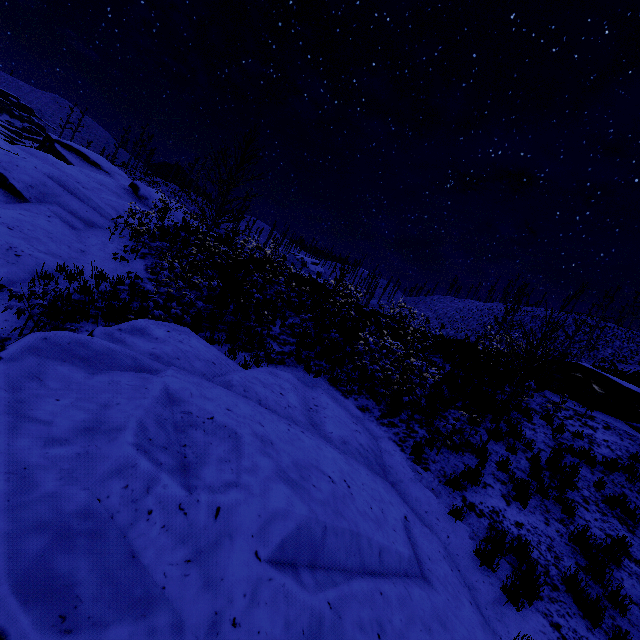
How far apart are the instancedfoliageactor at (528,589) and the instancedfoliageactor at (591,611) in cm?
59

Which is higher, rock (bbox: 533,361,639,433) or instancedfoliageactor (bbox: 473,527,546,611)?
rock (bbox: 533,361,639,433)

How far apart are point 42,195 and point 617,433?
21.50m

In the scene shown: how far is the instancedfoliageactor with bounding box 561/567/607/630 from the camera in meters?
4.5

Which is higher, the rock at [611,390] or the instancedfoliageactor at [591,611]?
the rock at [611,390]

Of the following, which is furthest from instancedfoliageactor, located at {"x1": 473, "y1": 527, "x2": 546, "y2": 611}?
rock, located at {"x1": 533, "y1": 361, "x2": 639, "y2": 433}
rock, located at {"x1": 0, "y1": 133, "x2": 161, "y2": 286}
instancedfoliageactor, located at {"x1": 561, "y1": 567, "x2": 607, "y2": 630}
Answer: rock, located at {"x1": 0, "y1": 133, "x2": 161, "y2": 286}

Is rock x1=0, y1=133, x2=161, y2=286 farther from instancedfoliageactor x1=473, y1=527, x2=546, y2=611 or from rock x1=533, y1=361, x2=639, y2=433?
rock x1=533, y1=361, x2=639, y2=433

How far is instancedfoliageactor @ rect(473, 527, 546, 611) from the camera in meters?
4.5 m
